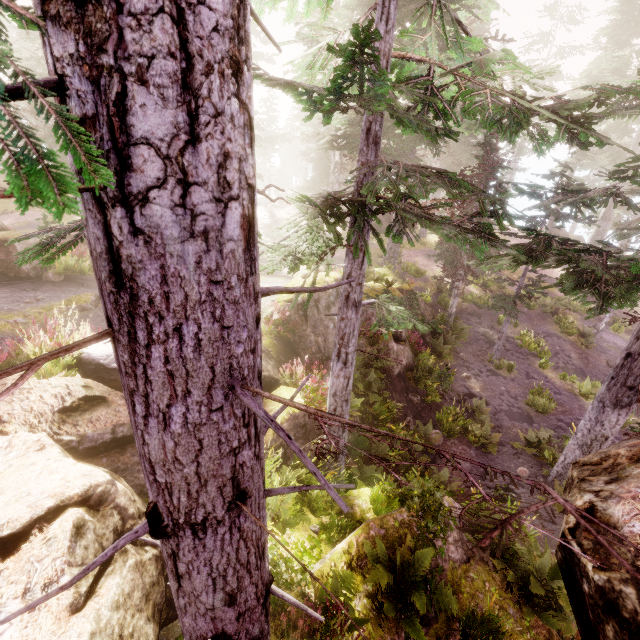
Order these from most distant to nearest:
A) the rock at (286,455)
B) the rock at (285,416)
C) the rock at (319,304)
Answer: the rock at (319,304)
the rock at (285,416)
the rock at (286,455)

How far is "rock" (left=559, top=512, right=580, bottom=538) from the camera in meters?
1.9 m

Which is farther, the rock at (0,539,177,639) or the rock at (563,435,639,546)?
the rock at (0,539,177,639)

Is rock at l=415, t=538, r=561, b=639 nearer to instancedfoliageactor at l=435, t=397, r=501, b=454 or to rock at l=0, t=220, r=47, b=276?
instancedfoliageactor at l=435, t=397, r=501, b=454

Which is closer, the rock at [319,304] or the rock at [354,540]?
the rock at [354,540]

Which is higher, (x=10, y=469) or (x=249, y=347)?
(x=249, y=347)

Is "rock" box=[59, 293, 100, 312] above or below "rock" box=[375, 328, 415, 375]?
above

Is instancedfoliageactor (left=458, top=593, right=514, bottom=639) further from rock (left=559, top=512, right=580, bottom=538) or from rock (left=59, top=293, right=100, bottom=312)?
rock (left=59, top=293, right=100, bottom=312)
